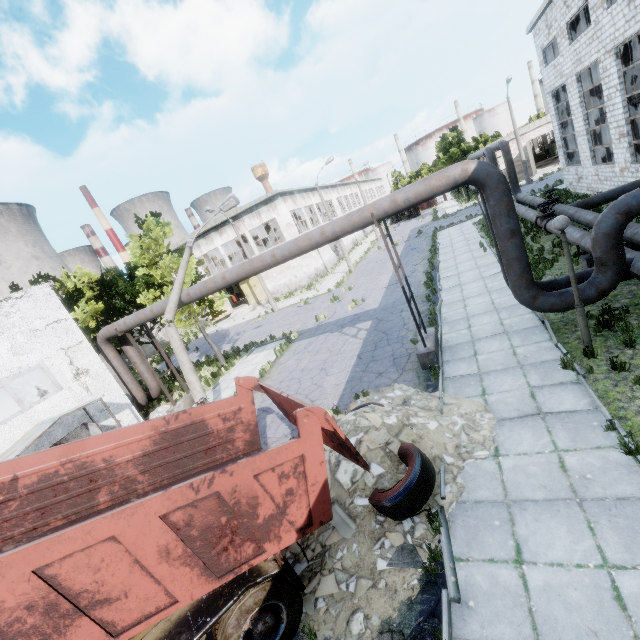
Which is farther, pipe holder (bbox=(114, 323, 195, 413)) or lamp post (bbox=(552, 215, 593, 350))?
pipe holder (bbox=(114, 323, 195, 413))

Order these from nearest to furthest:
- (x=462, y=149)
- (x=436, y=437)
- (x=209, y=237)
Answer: (x=436, y=437) < (x=209, y=237) < (x=462, y=149)

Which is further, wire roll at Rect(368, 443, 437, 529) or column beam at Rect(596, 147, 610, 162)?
column beam at Rect(596, 147, 610, 162)

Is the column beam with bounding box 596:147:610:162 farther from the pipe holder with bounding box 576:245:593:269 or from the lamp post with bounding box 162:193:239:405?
the lamp post with bounding box 162:193:239:405

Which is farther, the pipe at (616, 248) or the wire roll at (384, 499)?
the pipe at (616, 248)

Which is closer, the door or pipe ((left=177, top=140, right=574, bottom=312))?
pipe ((left=177, top=140, right=574, bottom=312))

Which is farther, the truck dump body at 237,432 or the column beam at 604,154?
the column beam at 604,154

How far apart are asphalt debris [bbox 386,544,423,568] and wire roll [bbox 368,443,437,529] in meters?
0.4
